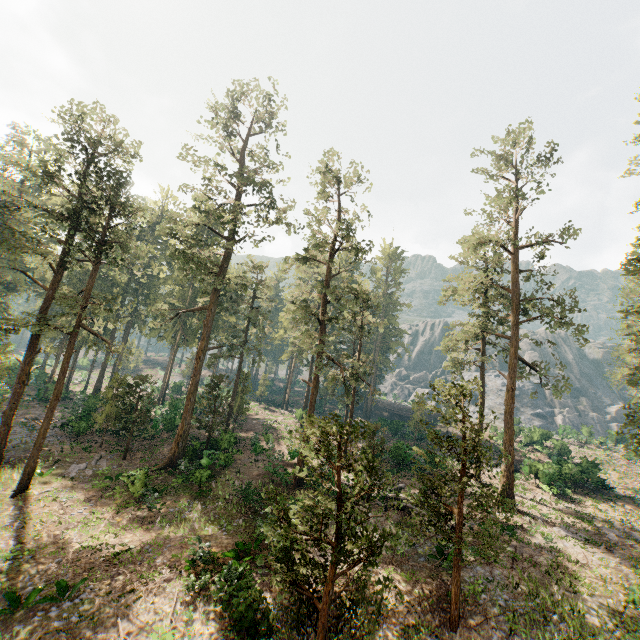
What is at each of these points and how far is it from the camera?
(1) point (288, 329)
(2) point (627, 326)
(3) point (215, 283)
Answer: (1) foliage, 47.6 meters
(2) foliage, 26.0 meters
(3) foliage, 26.7 meters

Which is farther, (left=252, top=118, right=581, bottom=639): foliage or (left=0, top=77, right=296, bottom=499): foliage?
(left=0, top=77, right=296, bottom=499): foliage

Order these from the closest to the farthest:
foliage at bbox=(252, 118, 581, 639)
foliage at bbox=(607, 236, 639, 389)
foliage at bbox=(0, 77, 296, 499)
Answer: foliage at bbox=(252, 118, 581, 639), foliage at bbox=(607, 236, 639, 389), foliage at bbox=(0, 77, 296, 499)

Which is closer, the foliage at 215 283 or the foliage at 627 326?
the foliage at 627 326

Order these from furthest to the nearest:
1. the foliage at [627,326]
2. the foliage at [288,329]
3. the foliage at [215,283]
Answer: the foliage at [215,283], the foliage at [627,326], the foliage at [288,329]
